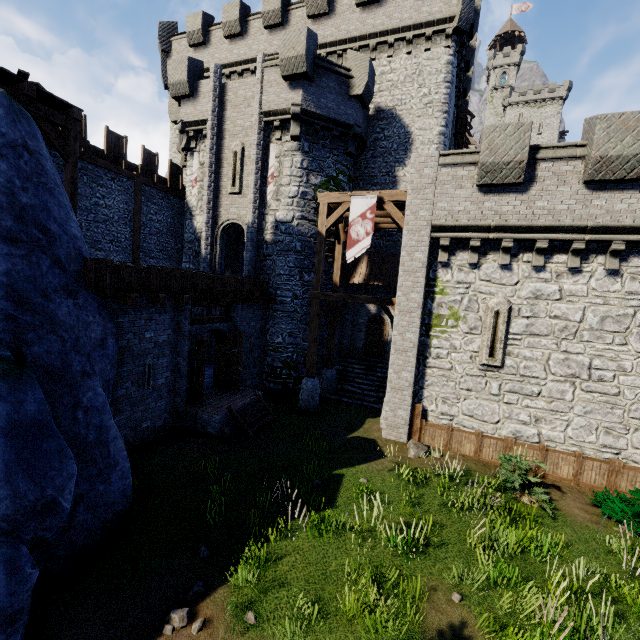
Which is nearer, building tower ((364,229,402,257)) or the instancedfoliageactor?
the instancedfoliageactor

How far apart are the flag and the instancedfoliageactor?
11.56m

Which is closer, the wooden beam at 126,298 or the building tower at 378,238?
the wooden beam at 126,298

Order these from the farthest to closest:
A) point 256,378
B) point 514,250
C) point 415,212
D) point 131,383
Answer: point 256,378 < point 415,212 < point 514,250 < point 131,383

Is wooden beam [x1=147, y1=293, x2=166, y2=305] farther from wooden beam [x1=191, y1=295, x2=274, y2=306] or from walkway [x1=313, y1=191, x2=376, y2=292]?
walkway [x1=313, y1=191, x2=376, y2=292]

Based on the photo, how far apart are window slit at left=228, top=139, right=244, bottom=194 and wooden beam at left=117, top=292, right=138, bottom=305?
10.0 meters

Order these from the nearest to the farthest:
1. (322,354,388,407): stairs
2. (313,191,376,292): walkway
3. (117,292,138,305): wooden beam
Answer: (117,292,138,305): wooden beam → (313,191,376,292): walkway → (322,354,388,407): stairs

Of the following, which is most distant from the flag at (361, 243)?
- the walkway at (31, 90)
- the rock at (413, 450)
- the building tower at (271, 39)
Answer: the walkway at (31, 90)
